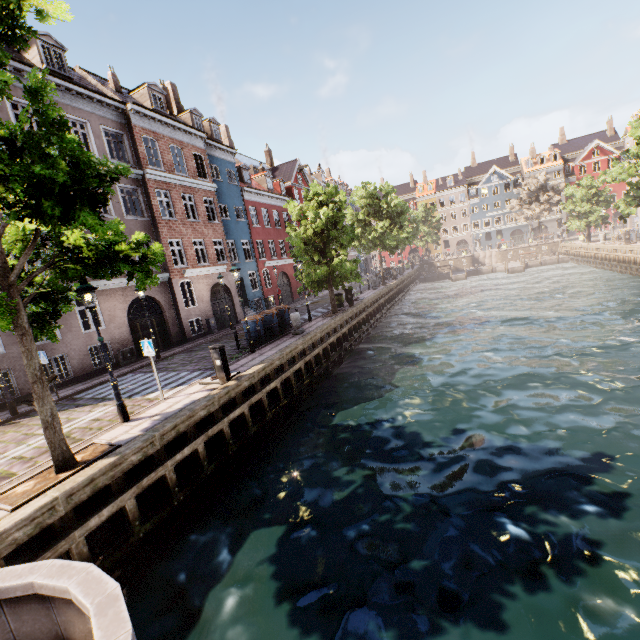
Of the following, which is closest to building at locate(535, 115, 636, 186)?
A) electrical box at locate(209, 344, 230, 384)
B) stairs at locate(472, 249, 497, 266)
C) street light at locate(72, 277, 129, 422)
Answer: street light at locate(72, 277, 129, 422)

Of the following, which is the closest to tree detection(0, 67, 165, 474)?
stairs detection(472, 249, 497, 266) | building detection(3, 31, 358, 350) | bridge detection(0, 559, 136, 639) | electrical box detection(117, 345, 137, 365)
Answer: bridge detection(0, 559, 136, 639)

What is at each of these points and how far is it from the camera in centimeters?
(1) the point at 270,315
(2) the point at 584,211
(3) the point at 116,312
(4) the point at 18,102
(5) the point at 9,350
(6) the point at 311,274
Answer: (1) trash bin, 1670cm
(2) tree, 3797cm
(3) building, 1678cm
(4) building, 1394cm
(5) building, 1276cm
(6) tree, 1875cm

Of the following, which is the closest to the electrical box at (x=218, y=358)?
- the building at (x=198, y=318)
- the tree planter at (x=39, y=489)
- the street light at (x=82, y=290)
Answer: the street light at (x=82, y=290)

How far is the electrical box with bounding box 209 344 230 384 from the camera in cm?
1016

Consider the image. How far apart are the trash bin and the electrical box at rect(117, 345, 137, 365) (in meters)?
6.79

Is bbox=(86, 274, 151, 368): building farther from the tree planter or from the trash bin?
the tree planter

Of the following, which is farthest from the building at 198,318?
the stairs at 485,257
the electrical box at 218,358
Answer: the stairs at 485,257
